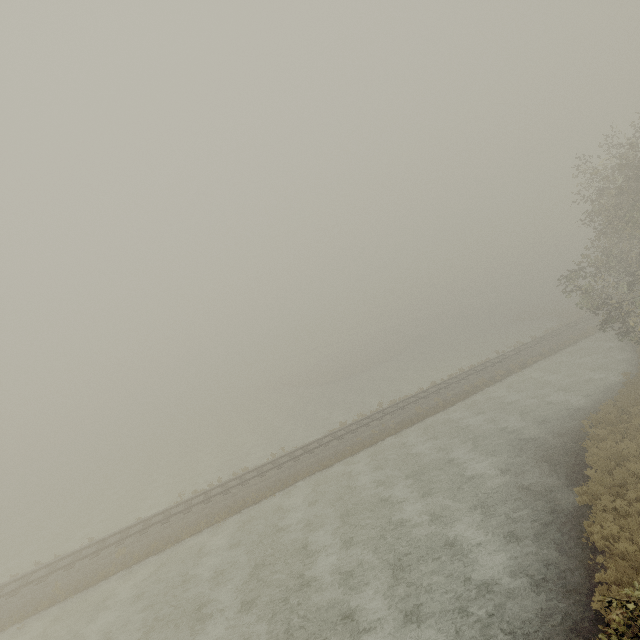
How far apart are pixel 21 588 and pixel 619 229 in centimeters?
4094cm
